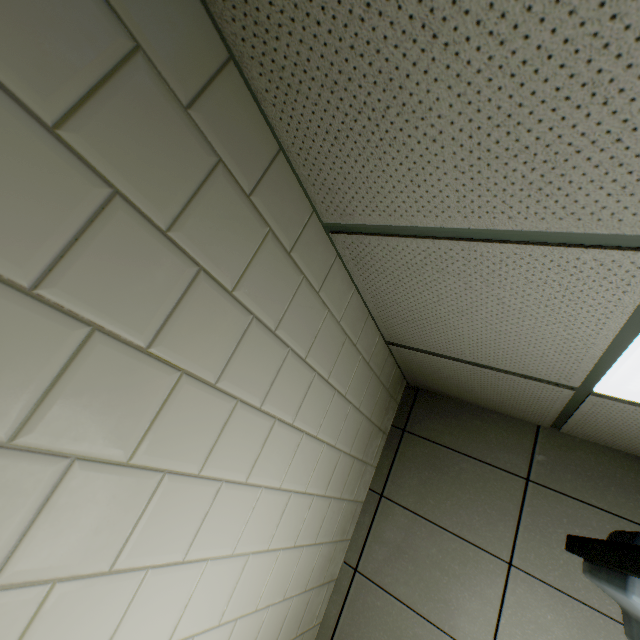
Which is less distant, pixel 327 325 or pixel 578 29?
pixel 578 29
